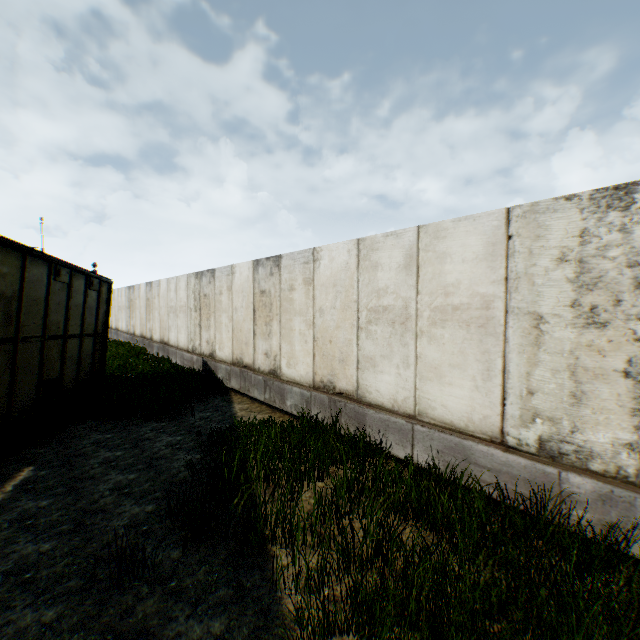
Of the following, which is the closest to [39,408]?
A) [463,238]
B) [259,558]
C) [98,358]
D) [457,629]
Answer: [98,358]
